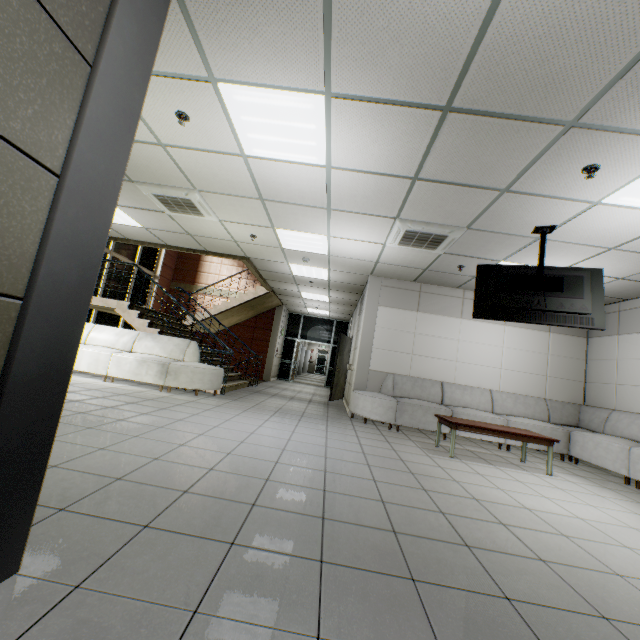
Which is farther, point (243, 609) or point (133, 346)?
point (133, 346)

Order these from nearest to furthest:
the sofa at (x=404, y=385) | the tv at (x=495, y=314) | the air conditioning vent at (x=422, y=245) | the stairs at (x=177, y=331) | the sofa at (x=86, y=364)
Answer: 1. the tv at (x=495, y=314)
2. the air conditioning vent at (x=422, y=245)
3. the sofa at (x=404, y=385)
4. the sofa at (x=86, y=364)
5. the stairs at (x=177, y=331)

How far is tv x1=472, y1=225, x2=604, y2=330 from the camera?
4.10m

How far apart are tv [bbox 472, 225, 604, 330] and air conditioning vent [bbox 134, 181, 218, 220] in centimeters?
431cm

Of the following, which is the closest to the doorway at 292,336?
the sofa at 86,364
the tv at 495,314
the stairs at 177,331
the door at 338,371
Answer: the stairs at 177,331

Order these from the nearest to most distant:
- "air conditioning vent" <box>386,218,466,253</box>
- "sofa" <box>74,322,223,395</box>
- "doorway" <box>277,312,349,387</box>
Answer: "air conditioning vent" <box>386,218,466,253</box> → "sofa" <box>74,322,223,395</box> → "doorway" <box>277,312,349,387</box>

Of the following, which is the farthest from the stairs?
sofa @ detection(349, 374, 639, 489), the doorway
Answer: sofa @ detection(349, 374, 639, 489)

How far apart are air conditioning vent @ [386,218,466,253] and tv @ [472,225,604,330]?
0.5m
